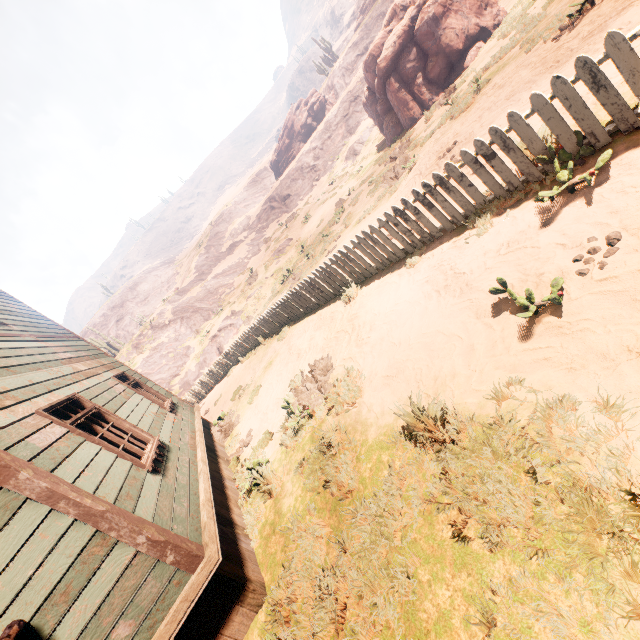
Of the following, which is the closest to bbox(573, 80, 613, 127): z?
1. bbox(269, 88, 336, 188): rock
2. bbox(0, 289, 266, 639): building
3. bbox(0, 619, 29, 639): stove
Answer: bbox(0, 289, 266, 639): building

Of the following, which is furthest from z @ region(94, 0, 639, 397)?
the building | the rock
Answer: the rock

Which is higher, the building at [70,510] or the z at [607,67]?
the building at [70,510]

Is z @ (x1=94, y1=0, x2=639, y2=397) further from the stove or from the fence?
the stove

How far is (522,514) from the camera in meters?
2.0

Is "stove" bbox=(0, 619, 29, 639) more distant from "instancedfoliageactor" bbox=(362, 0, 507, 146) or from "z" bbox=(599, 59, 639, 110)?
"instancedfoliageactor" bbox=(362, 0, 507, 146)

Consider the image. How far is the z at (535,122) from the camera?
4.0 meters

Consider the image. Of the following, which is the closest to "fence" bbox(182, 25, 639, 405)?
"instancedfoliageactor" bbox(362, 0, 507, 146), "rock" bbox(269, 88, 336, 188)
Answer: "instancedfoliageactor" bbox(362, 0, 507, 146)
